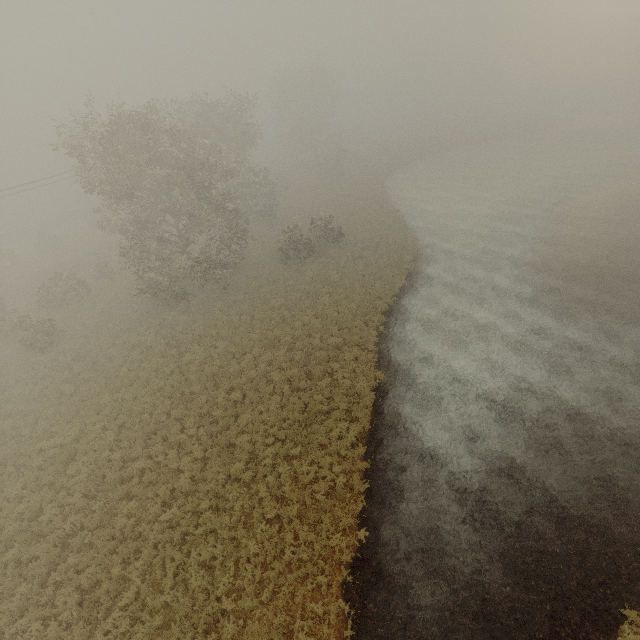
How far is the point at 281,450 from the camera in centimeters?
1474cm
